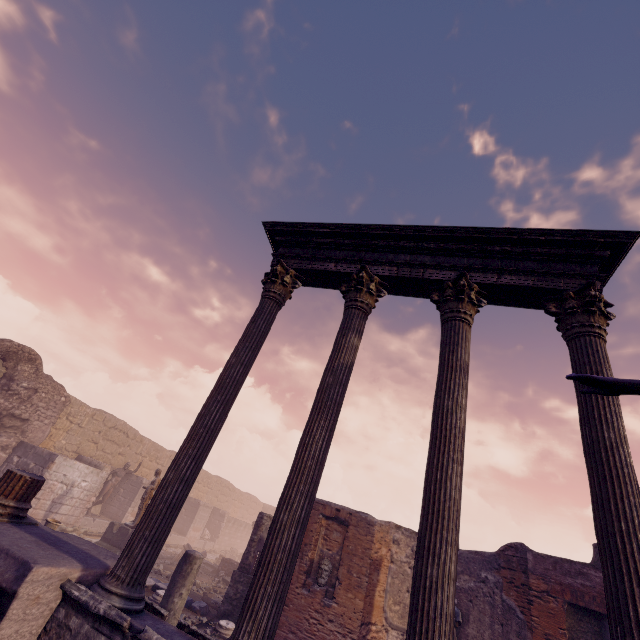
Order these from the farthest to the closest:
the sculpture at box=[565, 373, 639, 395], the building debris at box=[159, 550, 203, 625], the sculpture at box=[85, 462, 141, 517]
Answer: the sculpture at box=[85, 462, 141, 517] → the building debris at box=[159, 550, 203, 625] → the sculpture at box=[565, 373, 639, 395]

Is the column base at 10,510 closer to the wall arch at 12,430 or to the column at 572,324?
the column at 572,324

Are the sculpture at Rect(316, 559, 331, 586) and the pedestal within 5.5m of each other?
no

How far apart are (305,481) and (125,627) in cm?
231

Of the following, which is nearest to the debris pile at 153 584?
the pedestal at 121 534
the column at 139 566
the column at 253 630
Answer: the pedestal at 121 534

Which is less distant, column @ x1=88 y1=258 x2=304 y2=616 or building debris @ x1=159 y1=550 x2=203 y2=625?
column @ x1=88 y1=258 x2=304 y2=616

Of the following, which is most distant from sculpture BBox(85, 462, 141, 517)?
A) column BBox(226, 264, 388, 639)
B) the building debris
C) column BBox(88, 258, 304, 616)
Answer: column BBox(226, 264, 388, 639)

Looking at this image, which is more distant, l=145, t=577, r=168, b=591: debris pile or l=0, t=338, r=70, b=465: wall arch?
l=0, t=338, r=70, b=465: wall arch
